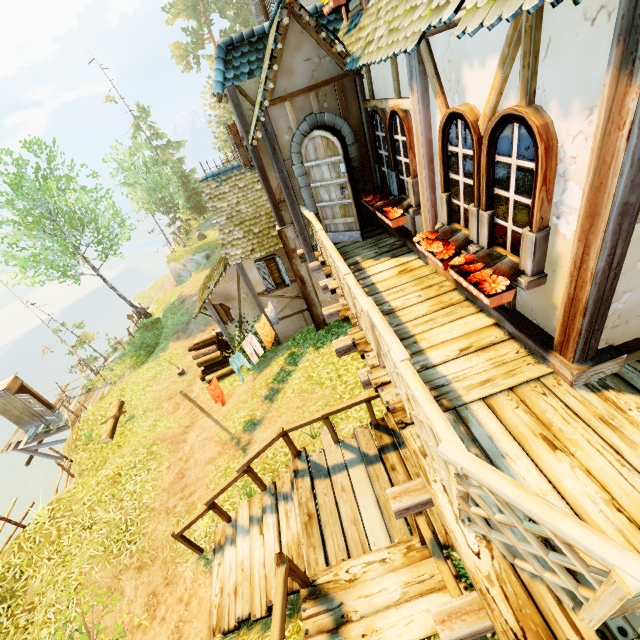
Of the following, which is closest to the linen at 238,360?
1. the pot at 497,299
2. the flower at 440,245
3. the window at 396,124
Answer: the window at 396,124

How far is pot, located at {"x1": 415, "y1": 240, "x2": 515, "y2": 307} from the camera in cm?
326

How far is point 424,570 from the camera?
3.7m

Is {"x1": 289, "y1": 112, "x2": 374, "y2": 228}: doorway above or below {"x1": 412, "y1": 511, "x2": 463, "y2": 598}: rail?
above

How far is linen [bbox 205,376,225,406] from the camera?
9.19m

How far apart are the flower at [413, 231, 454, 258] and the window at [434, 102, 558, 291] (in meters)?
0.01

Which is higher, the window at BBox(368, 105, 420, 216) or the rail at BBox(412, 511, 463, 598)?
the window at BBox(368, 105, 420, 216)

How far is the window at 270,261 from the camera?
11.3 meters
